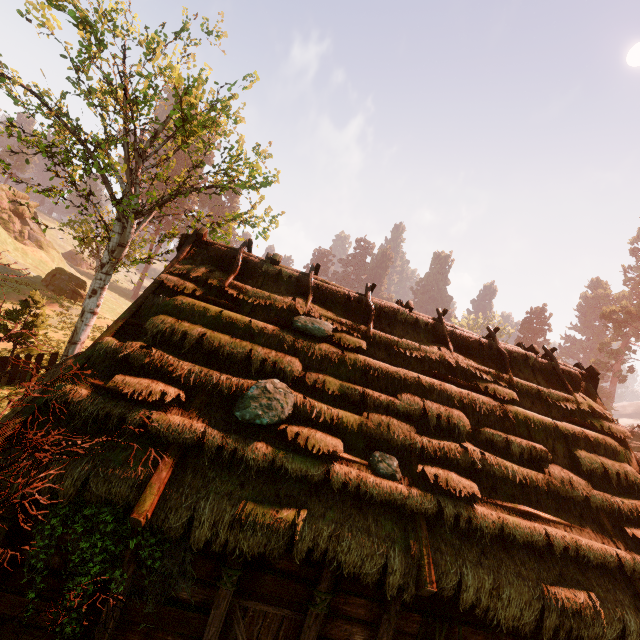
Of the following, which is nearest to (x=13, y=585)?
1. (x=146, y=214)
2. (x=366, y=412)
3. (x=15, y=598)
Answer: (x=15, y=598)

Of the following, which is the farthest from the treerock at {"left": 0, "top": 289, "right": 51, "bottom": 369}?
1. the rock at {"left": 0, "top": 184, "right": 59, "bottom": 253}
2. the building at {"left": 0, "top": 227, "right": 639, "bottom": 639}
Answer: the rock at {"left": 0, "top": 184, "right": 59, "bottom": 253}

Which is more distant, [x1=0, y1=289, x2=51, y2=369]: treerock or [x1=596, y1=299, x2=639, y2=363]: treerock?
[x1=596, y1=299, x2=639, y2=363]: treerock

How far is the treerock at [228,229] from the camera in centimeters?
1279cm

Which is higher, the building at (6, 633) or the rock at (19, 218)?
the rock at (19, 218)

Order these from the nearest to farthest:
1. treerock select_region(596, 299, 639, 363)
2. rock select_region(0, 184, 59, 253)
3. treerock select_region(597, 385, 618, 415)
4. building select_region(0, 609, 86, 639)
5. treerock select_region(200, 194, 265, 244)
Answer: building select_region(0, 609, 86, 639) < treerock select_region(200, 194, 265, 244) < rock select_region(0, 184, 59, 253) < treerock select_region(596, 299, 639, 363) < treerock select_region(597, 385, 618, 415)
